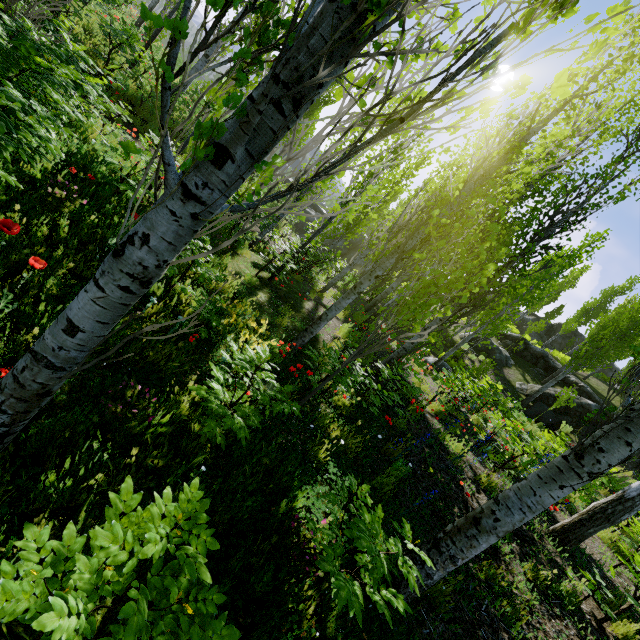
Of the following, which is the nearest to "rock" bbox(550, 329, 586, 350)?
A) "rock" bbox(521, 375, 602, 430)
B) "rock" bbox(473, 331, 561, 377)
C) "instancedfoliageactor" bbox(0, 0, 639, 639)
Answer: "instancedfoliageactor" bbox(0, 0, 639, 639)

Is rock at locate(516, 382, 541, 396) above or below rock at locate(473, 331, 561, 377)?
below

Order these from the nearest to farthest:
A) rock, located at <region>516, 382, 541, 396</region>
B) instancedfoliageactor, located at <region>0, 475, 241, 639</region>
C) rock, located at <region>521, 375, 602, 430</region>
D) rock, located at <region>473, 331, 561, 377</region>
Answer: instancedfoliageactor, located at <region>0, 475, 241, 639</region> → rock, located at <region>521, 375, 602, 430</region> → rock, located at <region>516, 382, 541, 396</region> → rock, located at <region>473, 331, 561, 377</region>

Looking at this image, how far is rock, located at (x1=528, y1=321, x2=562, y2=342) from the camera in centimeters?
3926cm

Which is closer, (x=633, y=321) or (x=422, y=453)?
(x=422, y=453)

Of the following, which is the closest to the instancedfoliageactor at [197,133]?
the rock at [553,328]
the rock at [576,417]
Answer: the rock at [576,417]

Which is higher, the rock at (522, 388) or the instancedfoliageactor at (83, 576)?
the rock at (522, 388)
